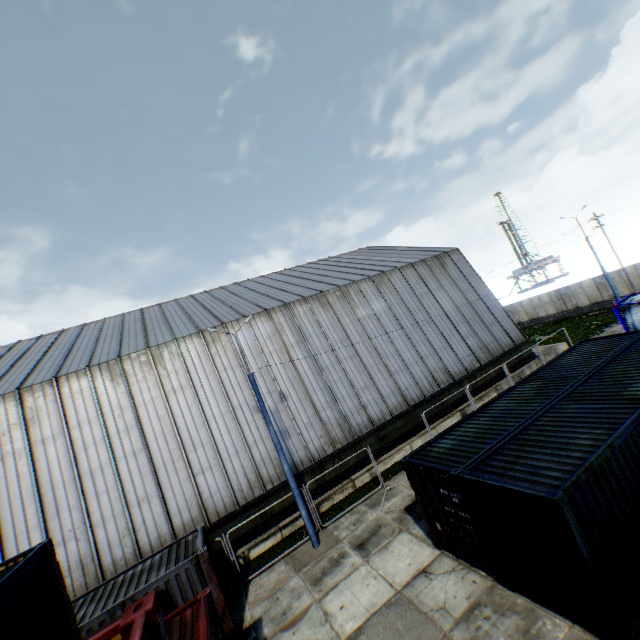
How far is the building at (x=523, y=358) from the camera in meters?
24.6

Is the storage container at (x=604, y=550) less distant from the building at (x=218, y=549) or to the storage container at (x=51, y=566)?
the storage container at (x=51, y=566)

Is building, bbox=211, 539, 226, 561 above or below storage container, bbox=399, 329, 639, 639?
above

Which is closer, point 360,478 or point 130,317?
point 360,478

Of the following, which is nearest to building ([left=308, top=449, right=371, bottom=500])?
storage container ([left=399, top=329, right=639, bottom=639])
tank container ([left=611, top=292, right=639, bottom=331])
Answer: tank container ([left=611, top=292, right=639, bottom=331])

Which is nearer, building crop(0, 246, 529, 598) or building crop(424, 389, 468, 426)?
building crop(0, 246, 529, 598)

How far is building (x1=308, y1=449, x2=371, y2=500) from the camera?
17.2m
